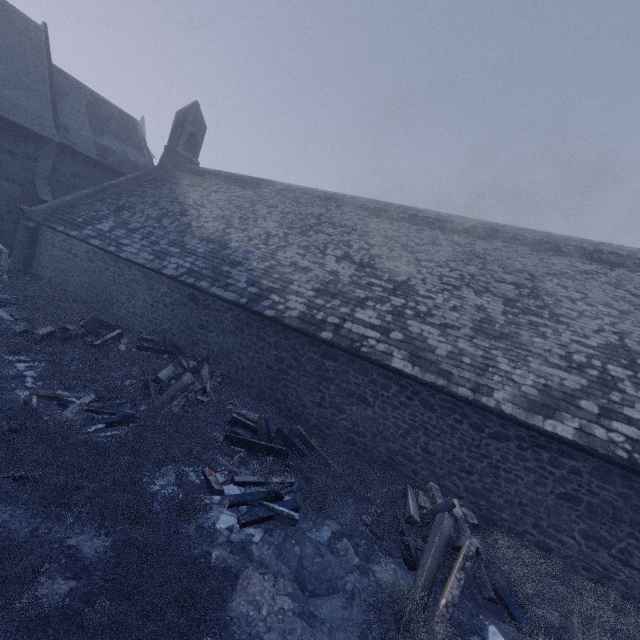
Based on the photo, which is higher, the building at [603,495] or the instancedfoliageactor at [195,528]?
the building at [603,495]

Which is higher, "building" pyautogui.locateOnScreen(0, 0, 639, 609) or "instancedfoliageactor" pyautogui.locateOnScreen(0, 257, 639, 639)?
"building" pyautogui.locateOnScreen(0, 0, 639, 609)

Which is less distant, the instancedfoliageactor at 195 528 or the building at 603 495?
the instancedfoliageactor at 195 528

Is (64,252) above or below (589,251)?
below

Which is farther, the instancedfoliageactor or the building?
the building
